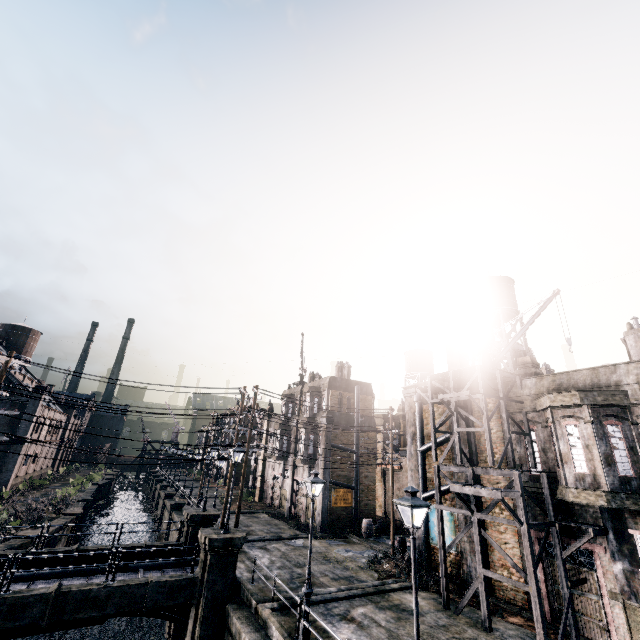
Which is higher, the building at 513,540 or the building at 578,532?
the building at 578,532

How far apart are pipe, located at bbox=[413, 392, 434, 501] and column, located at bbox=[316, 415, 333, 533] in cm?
936

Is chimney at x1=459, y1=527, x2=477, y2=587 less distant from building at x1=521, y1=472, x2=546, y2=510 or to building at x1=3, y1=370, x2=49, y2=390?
building at x1=521, y1=472, x2=546, y2=510

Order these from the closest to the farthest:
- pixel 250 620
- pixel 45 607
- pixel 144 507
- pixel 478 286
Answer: pixel 45 607
pixel 250 620
pixel 478 286
pixel 144 507

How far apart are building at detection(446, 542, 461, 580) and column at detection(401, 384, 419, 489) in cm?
2

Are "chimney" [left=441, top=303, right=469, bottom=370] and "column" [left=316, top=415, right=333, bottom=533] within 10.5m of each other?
no

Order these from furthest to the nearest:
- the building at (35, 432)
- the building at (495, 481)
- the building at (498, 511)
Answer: the building at (35, 432)
the building at (495, 481)
the building at (498, 511)

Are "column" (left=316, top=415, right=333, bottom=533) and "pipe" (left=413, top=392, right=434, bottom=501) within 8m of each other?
no
